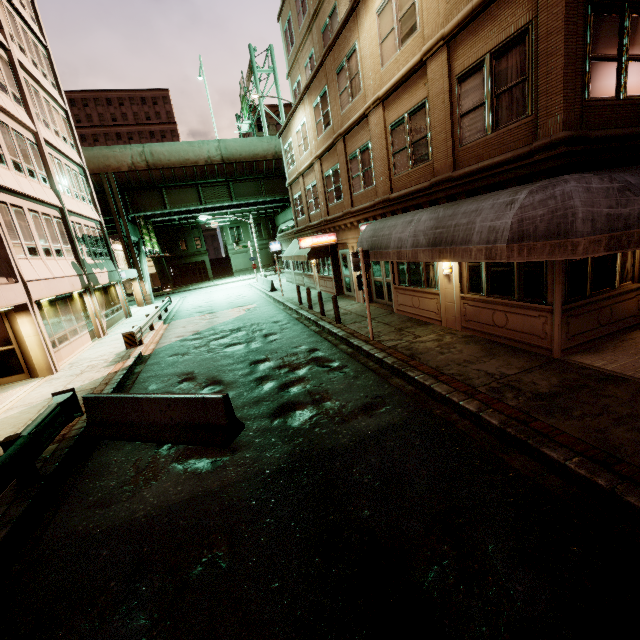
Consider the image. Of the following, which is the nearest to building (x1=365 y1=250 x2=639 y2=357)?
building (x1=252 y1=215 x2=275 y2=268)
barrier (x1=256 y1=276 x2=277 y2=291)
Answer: barrier (x1=256 y1=276 x2=277 y2=291)

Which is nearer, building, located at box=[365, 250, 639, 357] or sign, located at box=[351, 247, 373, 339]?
building, located at box=[365, 250, 639, 357]

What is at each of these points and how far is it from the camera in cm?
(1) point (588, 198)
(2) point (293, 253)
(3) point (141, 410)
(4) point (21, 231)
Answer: (1) awning, 562
(2) awning, 2275
(3) barrier, 711
(4) building, 1352

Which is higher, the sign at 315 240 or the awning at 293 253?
the sign at 315 240

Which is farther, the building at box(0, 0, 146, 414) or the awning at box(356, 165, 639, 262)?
the building at box(0, 0, 146, 414)

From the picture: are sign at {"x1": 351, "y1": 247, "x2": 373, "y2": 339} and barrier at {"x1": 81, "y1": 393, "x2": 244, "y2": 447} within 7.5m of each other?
yes

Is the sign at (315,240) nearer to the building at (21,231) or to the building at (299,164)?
the building at (299,164)

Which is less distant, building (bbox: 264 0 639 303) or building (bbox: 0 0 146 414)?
building (bbox: 264 0 639 303)
